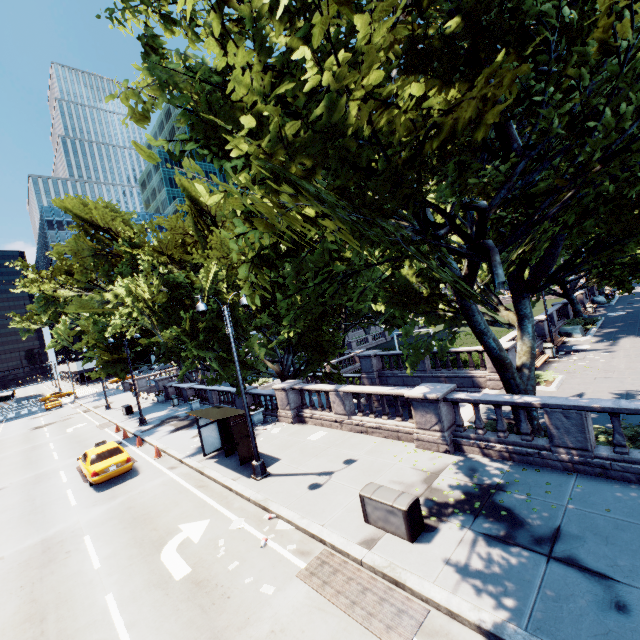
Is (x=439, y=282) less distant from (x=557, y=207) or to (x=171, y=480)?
(x=557, y=207)

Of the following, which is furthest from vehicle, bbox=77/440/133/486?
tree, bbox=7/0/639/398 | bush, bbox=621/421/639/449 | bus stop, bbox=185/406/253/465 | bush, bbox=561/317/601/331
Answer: bush, bbox=561/317/601/331

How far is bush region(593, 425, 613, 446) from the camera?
9.4 meters

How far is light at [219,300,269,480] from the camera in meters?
12.7

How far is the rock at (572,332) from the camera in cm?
2533

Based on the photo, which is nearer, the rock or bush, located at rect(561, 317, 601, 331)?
the rock

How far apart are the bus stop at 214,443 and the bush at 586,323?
28.06m

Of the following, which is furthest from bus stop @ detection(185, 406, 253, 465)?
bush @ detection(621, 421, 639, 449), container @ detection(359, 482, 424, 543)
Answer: bush @ detection(621, 421, 639, 449)
